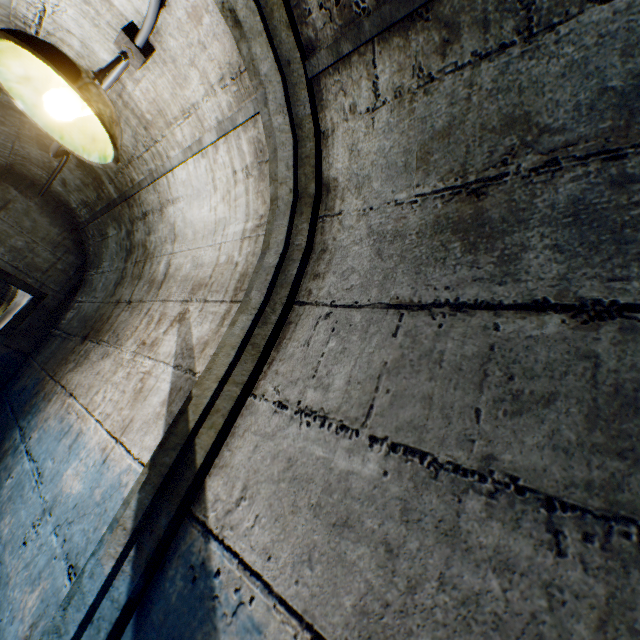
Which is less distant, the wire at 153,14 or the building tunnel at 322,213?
the building tunnel at 322,213

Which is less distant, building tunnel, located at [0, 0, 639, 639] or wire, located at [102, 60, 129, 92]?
building tunnel, located at [0, 0, 639, 639]

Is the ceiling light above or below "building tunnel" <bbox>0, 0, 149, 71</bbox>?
below

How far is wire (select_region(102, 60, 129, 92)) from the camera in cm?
142

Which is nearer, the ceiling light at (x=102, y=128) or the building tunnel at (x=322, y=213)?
the building tunnel at (x=322, y=213)

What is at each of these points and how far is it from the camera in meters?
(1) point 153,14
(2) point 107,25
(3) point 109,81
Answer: (1) wire, 1.1 m
(2) building tunnel, 1.4 m
(3) wire, 1.5 m

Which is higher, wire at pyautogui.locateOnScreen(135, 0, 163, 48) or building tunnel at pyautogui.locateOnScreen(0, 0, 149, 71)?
building tunnel at pyautogui.locateOnScreen(0, 0, 149, 71)

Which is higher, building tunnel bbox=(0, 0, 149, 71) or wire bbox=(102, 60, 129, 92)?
building tunnel bbox=(0, 0, 149, 71)
